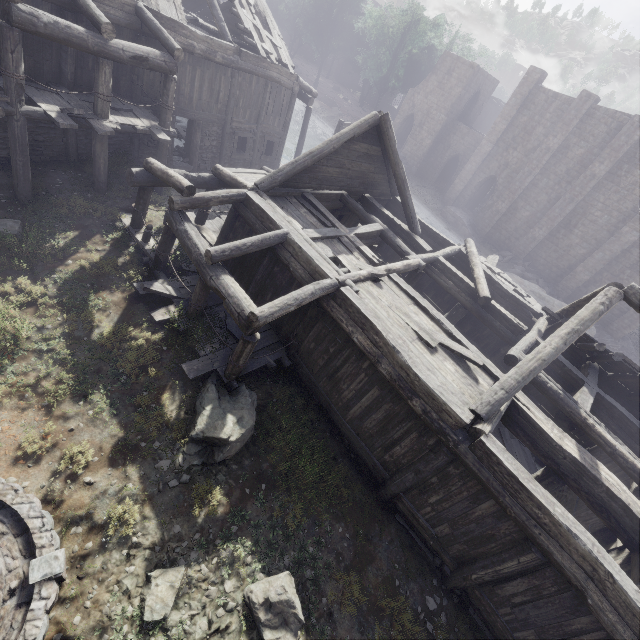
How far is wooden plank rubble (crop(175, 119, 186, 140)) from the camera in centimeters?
2091cm

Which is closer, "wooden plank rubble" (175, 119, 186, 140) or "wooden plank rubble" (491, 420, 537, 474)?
"wooden plank rubble" (491, 420, 537, 474)

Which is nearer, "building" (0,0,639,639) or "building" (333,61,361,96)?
"building" (0,0,639,639)

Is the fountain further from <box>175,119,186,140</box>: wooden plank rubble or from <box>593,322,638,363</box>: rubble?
<box>593,322,638,363</box>: rubble

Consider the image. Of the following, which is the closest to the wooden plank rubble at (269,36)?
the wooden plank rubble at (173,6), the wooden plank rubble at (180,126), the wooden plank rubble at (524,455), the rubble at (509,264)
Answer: the wooden plank rubble at (173,6)

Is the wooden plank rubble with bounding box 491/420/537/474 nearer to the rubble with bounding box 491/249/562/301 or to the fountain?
the fountain

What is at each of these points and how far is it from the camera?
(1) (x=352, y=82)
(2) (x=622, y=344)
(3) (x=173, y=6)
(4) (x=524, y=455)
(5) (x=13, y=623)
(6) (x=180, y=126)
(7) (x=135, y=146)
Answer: (1) building, 55.2 meters
(2) rubble, 26.6 meters
(3) wooden plank rubble, 13.4 meters
(4) wooden plank rubble, 13.9 meters
(5) fountain, 4.7 meters
(6) wooden plank rubble, 22.4 meters
(7) building, 14.1 meters

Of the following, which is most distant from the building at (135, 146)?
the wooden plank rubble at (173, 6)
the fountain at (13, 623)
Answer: the fountain at (13, 623)
